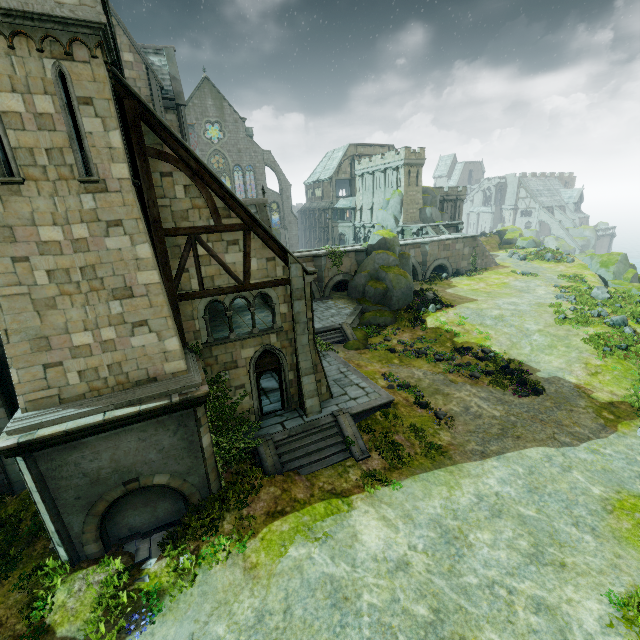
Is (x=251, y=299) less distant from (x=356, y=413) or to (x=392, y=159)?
(x=356, y=413)

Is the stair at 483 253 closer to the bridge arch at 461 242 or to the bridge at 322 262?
the bridge arch at 461 242

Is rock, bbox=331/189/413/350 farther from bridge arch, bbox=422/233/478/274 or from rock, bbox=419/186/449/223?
rock, bbox=419/186/449/223

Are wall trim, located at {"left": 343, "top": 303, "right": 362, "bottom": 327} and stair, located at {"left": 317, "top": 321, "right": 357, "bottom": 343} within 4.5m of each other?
yes

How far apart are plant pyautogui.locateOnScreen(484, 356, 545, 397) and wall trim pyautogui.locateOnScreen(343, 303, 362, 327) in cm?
1170

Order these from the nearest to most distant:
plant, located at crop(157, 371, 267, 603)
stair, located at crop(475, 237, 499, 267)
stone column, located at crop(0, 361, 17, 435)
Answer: plant, located at crop(157, 371, 267, 603)
stone column, located at crop(0, 361, 17, 435)
stair, located at crop(475, 237, 499, 267)

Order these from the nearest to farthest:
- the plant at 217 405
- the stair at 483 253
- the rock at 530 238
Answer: the plant at 217 405 → the stair at 483 253 → the rock at 530 238

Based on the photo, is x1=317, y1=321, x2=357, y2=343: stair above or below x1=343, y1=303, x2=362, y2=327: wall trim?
below
